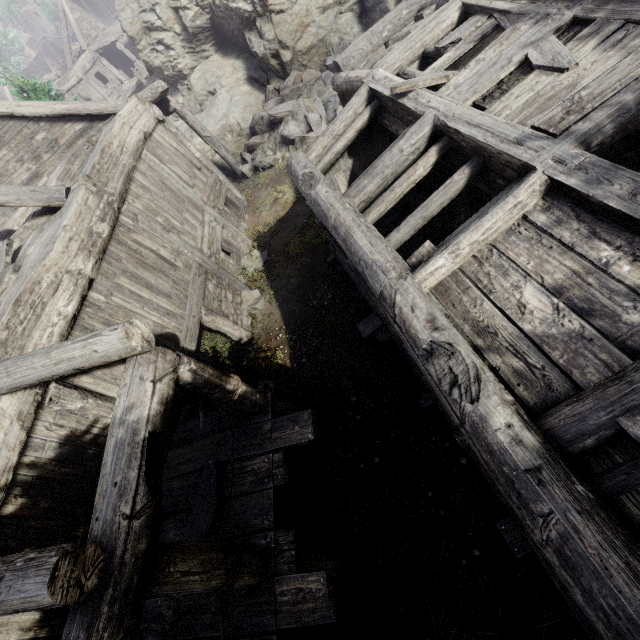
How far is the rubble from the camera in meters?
12.2 m

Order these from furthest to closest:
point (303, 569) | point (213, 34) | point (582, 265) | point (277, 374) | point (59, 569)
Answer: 1. point (213, 34)
2. point (277, 374)
3. point (303, 569)
4. point (582, 265)
5. point (59, 569)

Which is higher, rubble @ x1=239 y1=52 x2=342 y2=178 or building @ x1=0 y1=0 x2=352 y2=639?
building @ x1=0 y1=0 x2=352 y2=639

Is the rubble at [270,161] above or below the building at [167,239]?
below

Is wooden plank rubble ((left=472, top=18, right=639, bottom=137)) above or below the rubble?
above

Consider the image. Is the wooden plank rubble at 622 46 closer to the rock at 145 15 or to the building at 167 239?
the building at 167 239

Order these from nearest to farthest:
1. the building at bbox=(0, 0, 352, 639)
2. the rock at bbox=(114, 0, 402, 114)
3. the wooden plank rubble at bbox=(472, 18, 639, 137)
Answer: the building at bbox=(0, 0, 352, 639)
the wooden plank rubble at bbox=(472, 18, 639, 137)
the rock at bbox=(114, 0, 402, 114)

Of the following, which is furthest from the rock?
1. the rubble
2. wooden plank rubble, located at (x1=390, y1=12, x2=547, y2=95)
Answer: wooden plank rubble, located at (x1=390, y1=12, x2=547, y2=95)
